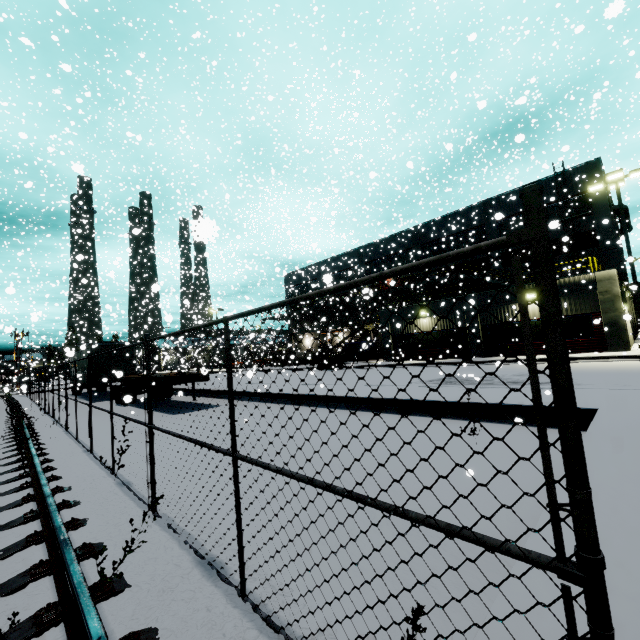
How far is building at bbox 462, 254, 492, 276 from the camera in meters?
31.6

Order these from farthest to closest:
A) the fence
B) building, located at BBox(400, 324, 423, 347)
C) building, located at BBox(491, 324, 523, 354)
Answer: building, located at BBox(400, 324, 423, 347) → building, located at BBox(491, 324, 523, 354) → the fence

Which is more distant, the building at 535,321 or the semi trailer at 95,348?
the building at 535,321

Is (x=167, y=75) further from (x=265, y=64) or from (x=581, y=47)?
(x=581, y=47)

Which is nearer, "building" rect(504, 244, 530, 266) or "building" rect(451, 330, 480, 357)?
"building" rect(451, 330, 480, 357)

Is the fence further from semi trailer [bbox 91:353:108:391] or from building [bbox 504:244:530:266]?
semi trailer [bbox 91:353:108:391]

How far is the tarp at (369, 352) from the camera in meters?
31.3
